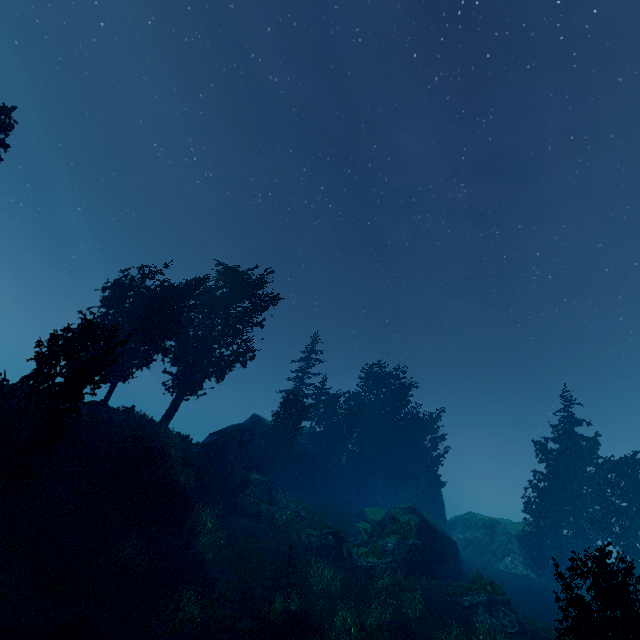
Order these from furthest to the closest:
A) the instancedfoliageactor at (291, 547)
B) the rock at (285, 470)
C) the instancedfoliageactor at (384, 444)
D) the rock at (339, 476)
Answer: the rock at (339, 476), the instancedfoliageactor at (384, 444), the rock at (285, 470), the instancedfoliageactor at (291, 547)

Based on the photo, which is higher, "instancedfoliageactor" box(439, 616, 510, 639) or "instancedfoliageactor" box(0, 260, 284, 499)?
"instancedfoliageactor" box(0, 260, 284, 499)

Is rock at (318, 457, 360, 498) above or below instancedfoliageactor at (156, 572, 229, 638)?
above

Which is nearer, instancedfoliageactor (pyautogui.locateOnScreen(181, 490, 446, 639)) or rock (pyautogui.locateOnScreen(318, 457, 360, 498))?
instancedfoliageactor (pyautogui.locateOnScreen(181, 490, 446, 639))

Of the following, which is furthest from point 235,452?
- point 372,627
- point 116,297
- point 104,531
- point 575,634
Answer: point 575,634

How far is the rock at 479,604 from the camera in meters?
20.9

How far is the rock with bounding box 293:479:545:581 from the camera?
25.25m
